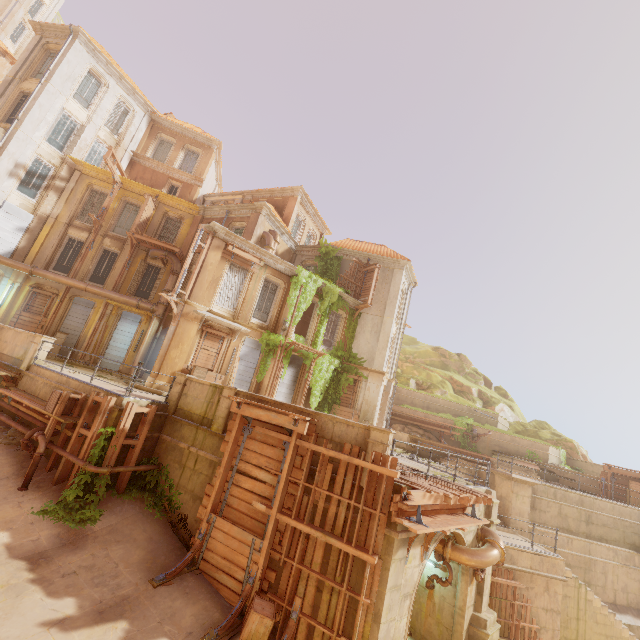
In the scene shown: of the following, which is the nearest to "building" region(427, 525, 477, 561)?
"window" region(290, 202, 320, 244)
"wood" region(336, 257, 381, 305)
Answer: "wood" region(336, 257, 381, 305)

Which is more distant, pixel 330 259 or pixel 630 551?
pixel 330 259

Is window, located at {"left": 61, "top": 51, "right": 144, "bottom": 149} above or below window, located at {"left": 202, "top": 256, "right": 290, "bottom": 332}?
above

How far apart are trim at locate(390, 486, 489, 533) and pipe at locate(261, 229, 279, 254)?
16.2m

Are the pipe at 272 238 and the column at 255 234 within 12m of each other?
yes

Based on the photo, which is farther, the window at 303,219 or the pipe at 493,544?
the window at 303,219

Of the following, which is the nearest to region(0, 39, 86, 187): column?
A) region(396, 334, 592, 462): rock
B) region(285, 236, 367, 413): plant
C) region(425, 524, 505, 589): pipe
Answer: region(285, 236, 367, 413): plant

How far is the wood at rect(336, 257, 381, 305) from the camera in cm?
2242
